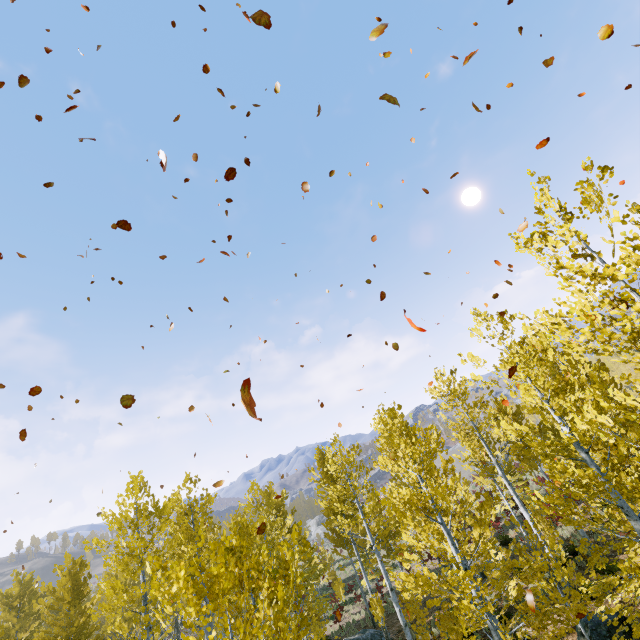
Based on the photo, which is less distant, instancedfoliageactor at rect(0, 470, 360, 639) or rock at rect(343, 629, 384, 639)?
instancedfoliageactor at rect(0, 470, 360, 639)

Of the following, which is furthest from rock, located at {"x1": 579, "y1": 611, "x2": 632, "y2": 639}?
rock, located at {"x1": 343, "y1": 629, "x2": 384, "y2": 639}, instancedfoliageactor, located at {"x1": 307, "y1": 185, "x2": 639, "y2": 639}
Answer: rock, located at {"x1": 343, "y1": 629, "x2": 384, "y2": 639}

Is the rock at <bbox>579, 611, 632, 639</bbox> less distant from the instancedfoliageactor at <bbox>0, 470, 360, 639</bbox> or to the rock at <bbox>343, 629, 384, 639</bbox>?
the instancedfoliageactor at <bbox>0, 470, 360, 639</bbox>

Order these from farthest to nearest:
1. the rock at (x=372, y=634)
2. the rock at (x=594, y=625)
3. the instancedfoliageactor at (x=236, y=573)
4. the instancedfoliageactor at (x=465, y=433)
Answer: the rock at (x=372, y=634) < the rock at (x=594, y=625) < the instancedfoliageactor at (x=465, y=433) < the instancedfoliageactor at (x=236, y=573)

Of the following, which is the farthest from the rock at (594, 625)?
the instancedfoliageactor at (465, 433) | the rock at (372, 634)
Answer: the rock at (372, 634)

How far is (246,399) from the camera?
1.8m
